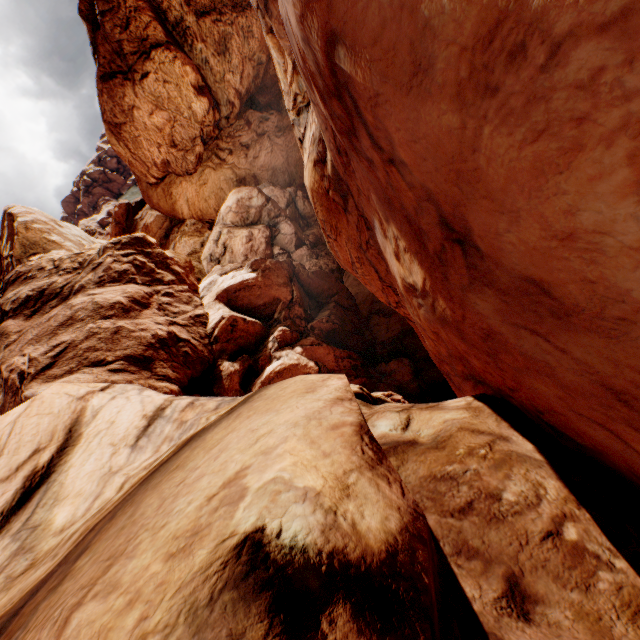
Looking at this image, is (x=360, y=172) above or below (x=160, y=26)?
below
